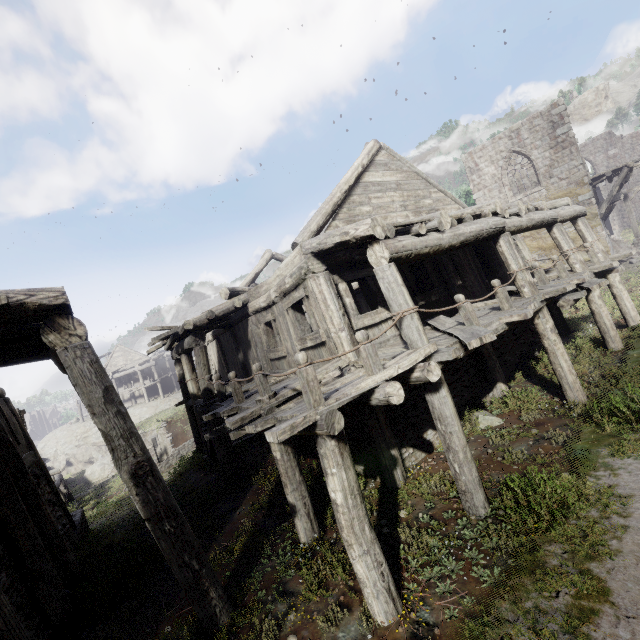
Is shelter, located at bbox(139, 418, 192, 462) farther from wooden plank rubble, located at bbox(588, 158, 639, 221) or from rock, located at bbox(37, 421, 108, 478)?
wooden plank rubble, located at bbox(588, 158, 639, 221)

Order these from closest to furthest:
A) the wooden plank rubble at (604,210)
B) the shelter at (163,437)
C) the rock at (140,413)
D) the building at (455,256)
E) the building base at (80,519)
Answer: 1. the building at (455,256)
2. the building base at (80,519)
3. the wooden plank rubble at (604,210)
4. the shelter at (163,437)
5. the rock at (140,413)

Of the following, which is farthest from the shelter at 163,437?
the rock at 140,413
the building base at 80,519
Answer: the building base at 80,519

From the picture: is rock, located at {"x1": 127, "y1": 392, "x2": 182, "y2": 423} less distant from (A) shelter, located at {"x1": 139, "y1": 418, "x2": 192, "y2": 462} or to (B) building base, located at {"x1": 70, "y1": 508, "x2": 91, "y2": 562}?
(A) shelter, located at {"x1": 139, "y1": 418, "x2": 192, "y2": 462}

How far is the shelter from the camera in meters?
24.2 m

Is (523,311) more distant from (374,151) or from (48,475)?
(48,475)

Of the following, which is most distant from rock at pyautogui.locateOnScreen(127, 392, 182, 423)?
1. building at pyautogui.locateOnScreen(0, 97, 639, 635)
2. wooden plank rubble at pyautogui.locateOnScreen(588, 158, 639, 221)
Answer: wooden plank rubble at pyautogui.locateOnScreen(588, 158, 639, 221)

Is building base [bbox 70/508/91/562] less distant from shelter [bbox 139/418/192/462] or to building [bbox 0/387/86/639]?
building [bbox 0/387/86/639]
